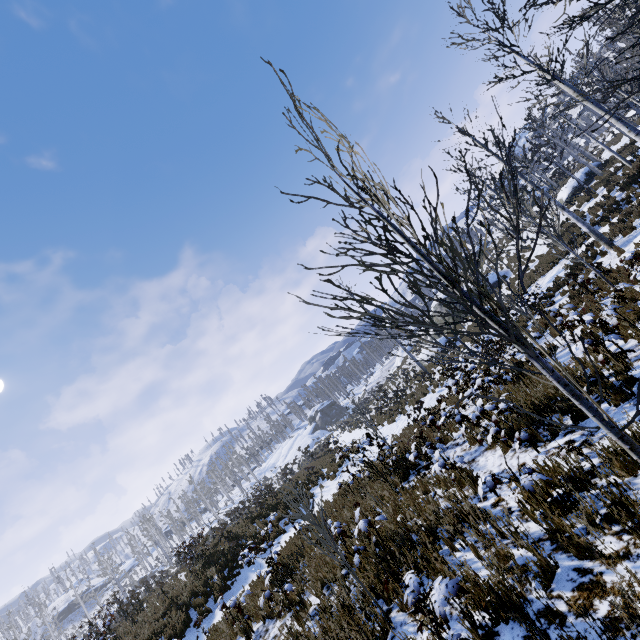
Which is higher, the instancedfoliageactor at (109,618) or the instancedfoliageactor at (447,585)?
the instancedfoliageactor at (109,618)

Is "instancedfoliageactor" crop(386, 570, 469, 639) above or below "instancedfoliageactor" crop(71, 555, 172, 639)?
below

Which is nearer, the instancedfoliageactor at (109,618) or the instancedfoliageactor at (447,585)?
the instancedfoliageactor at (447,585)

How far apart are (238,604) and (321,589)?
2.2m

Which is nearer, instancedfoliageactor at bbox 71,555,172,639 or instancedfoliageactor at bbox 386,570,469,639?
instancedfoliageactor at bbox 386,570,469,639
